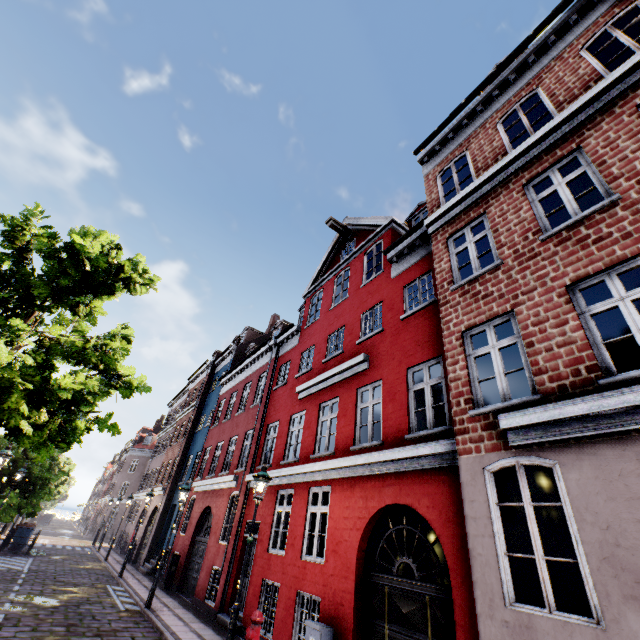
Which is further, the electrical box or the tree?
the tree

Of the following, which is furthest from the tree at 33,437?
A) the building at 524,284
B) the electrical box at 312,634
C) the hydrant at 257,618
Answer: the electrical box at 312,634

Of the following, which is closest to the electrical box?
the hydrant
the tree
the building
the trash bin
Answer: the building

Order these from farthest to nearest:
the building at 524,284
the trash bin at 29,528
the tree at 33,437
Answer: the trash bin at 29,528
the tree at 33,437
the building at 524,284

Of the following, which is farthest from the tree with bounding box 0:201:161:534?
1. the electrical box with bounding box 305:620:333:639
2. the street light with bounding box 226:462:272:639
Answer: the electrical box with bounding box 305:620:333:639

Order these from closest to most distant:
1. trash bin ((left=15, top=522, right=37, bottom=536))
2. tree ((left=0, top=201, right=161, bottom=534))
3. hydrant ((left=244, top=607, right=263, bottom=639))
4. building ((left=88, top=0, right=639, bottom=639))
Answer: building ((left=88, top=0, right=639, bottom=639)) < hydrant ((left=244, top=607, right=263, bottom=639)) < tree ((left=0, top=201, right=161, bottom=534)) < trash bin ((left=15, top=522, right=37, bottom=536))

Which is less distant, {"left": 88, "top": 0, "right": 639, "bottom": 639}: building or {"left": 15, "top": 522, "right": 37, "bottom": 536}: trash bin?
{"left": 88, "top": 0, "right": 639, "bottom": 639}: building

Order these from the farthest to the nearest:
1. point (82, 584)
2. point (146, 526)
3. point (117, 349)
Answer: point (146, 526), point (82, 584), point (117, 349)
